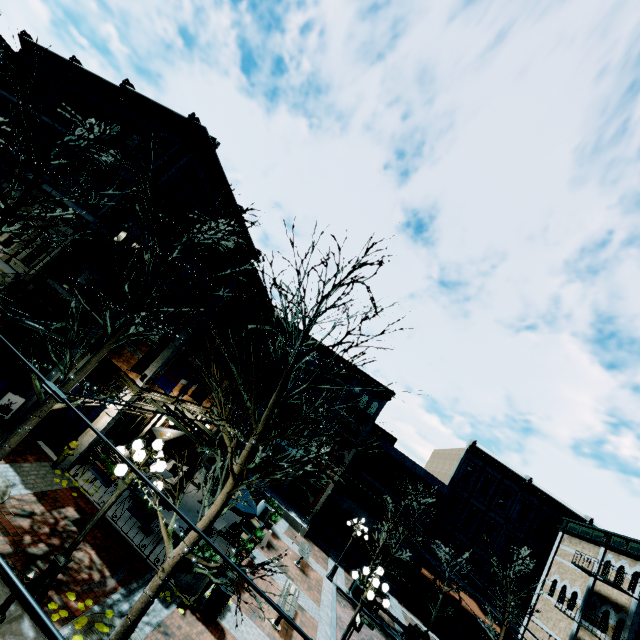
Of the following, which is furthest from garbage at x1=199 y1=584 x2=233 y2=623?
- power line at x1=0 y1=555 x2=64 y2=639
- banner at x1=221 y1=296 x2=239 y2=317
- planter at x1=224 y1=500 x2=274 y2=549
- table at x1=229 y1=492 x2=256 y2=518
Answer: power line at x1=0 y1=555 x2=64 y2=639

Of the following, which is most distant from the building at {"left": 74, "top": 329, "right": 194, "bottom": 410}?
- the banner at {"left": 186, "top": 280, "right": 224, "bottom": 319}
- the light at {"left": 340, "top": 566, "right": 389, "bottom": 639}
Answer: the light at {"left": 340, "top": 566, "right": 389, "bottom": 639}

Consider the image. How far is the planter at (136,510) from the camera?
9.84m

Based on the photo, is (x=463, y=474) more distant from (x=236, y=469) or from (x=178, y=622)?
(x=236, y=469)

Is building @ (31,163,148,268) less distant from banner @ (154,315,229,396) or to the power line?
banner @ (154,315,229,396)

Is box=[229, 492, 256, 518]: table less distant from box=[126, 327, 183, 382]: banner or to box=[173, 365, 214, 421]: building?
box=[173, 365, 214, 421]: building

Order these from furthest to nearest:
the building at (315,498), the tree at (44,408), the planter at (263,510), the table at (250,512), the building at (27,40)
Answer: the building at (315,498) < the building at (27,40) < the planter at (263,510) < the table at (250,512) < the tree at (44,408)

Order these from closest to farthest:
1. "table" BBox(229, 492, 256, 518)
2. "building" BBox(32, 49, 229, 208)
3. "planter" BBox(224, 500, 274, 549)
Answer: "table" BBox(229, 492, 256, 518), "planter" BBox(224, 500, 274, 549), "building" BBox(32, 49, 229, 208)
